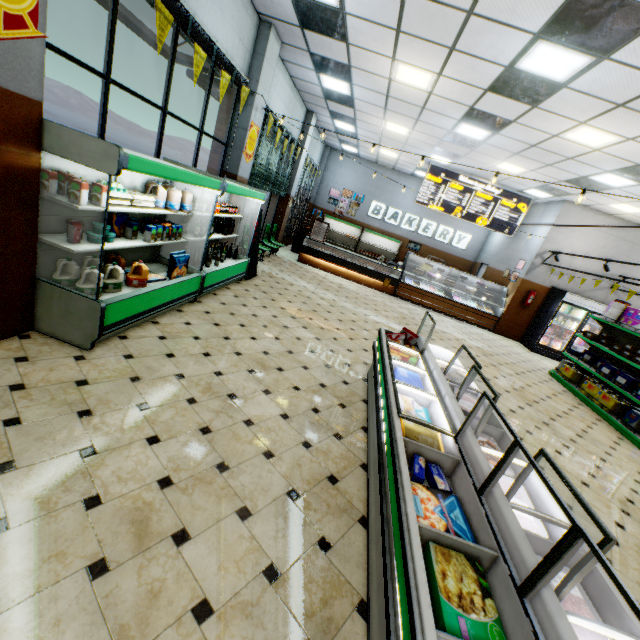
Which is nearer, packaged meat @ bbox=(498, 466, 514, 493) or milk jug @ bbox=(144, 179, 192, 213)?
packaged meat @ bbox=(498, 466, 514, 493)

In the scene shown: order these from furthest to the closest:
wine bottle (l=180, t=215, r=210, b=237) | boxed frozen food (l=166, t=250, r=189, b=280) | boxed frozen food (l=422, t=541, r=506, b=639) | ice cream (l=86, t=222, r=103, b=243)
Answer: wine bottle (l=180, t=215, r=210, b=237)
boxed frozen food (l=166, t=250, r=189, b=280)
ice cream (l=86, t=222, r=103, b=243)
boxed frozen food (l=422, t=541, r=506, b=639)

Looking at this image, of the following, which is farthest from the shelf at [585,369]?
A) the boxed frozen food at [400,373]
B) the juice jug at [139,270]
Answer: the juice jug at [139,270]

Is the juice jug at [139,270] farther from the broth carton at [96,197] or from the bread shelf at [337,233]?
the bread shelf at [337,233]

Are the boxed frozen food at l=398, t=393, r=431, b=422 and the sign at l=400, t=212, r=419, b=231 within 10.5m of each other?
no

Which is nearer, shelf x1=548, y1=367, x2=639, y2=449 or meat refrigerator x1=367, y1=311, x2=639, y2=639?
meat refrigerator x1=367, y1=311, x2=639, y2=639

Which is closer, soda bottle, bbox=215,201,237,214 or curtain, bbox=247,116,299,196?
soda bottle, bbox=215,201,237,214

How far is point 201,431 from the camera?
2.9m
